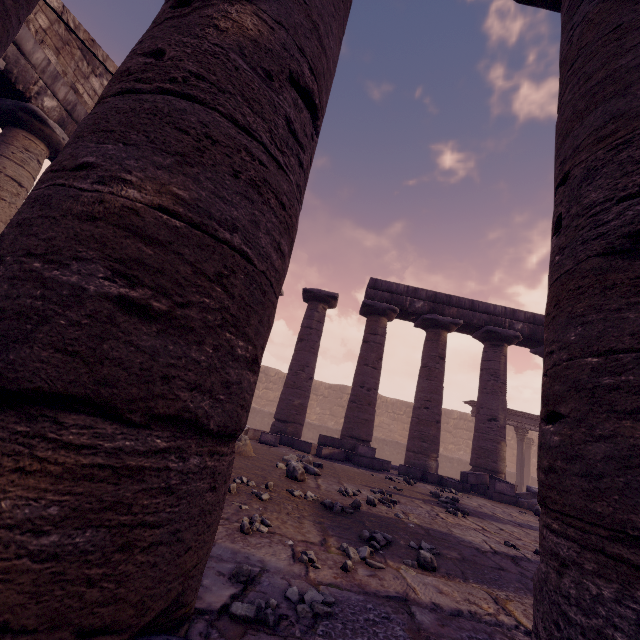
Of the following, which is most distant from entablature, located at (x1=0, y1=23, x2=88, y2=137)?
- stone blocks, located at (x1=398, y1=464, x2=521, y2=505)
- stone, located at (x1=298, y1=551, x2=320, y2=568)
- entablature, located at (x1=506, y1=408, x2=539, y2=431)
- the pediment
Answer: stone, located at (x1=298, y1=551, x2=320, y2=568)

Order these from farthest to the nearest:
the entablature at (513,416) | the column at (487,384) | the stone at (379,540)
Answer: the entablature at (513,416), the column at (487,384), the stone at (379,540)

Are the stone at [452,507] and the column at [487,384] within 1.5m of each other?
no

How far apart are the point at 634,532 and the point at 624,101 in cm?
192

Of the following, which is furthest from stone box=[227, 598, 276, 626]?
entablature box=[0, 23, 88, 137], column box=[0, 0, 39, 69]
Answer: entablature box=[0, 23, 88, 137]

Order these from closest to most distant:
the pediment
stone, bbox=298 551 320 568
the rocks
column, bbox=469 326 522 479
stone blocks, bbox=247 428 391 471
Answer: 1. stone, bbox=298 551 320 568
2. the rocks
3. the pediment
4. stone blocks, bbox=247 428 391 471
5. column, bbox=469 326 522 479

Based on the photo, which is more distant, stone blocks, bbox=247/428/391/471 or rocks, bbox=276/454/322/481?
stone blocks, bbox=247/428/391/471

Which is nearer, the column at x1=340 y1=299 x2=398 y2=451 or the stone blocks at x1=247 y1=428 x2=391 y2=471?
the stone blocks at x1=247 y1=428 x2=391 y2=471
